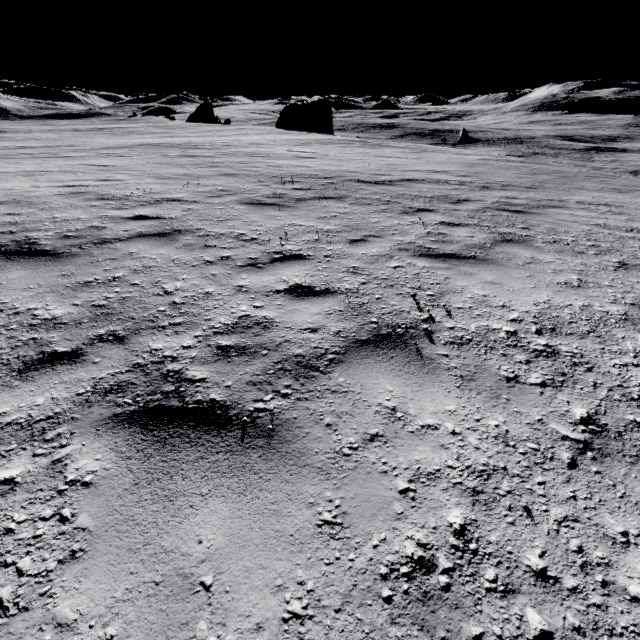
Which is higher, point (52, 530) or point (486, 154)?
point (52, 530)
